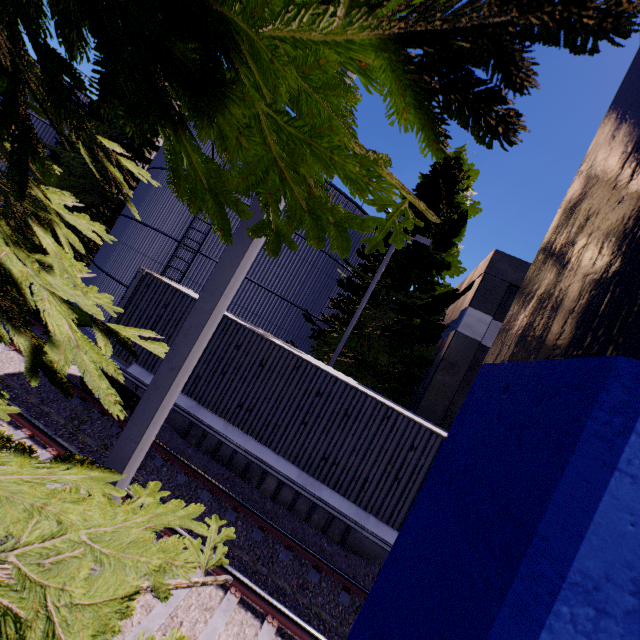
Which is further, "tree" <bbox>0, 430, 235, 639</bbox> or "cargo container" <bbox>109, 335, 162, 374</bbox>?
"cargo container" <bbox>109, 335, 162, 374</bbox>

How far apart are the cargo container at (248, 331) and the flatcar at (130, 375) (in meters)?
0.01

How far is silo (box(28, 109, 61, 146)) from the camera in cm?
2058

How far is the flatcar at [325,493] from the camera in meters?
7.2

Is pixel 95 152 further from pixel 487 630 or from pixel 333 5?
pixel 487 630

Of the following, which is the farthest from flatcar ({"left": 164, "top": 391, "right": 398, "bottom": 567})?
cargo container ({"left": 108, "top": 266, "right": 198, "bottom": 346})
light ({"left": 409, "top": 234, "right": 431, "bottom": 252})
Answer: light ({"left": 409, "top": 234, "right": 431, "bottom": 252})

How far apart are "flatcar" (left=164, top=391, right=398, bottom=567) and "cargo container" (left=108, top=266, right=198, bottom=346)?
0.0 meters
